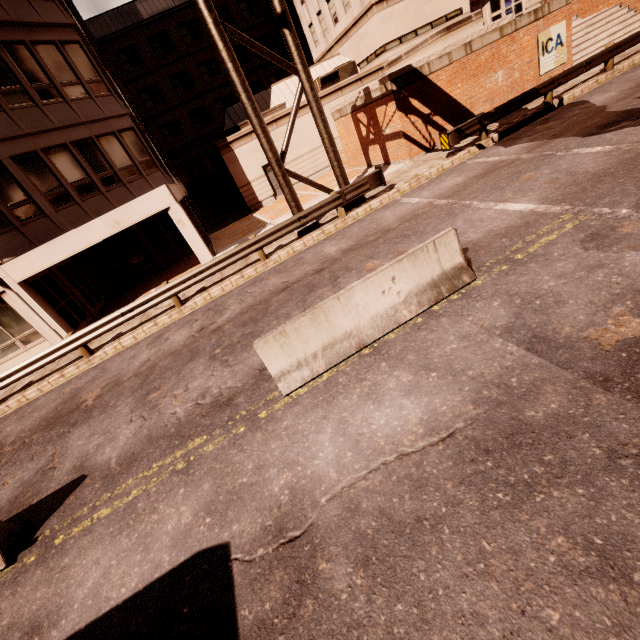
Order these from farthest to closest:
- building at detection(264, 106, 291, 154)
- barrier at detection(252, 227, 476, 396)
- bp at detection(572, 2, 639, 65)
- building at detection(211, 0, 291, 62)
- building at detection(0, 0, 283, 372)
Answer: building at detection(211, 0, 291, 62) → building at detection(264, 106, 291, 154) → bp at detection(572, 2, 639, 65) → building at detection(0, 0, 283, 372) → barrier at detection(252, 227, 476, 396)

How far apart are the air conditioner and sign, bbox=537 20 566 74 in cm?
1267

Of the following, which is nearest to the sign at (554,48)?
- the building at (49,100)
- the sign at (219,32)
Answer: the sign at (219,32)

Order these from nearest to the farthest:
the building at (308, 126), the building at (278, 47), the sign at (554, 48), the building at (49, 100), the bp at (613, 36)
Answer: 1. the building at (49, 100)
2. the sign at (554, 48)
3. the bp at (613, 36)
4. the building at (308, 126)
5. the building at (278, 47)

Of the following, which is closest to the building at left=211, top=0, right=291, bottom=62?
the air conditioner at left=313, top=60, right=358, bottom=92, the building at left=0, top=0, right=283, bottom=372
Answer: the air conditioner at left=313, top=60, right=358, bottom=92

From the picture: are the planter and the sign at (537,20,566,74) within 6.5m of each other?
yes

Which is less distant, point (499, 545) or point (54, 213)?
point (499, 545)

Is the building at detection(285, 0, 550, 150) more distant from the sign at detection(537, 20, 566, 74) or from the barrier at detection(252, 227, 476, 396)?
the barrier at detection(252, 227, 476, 396)
